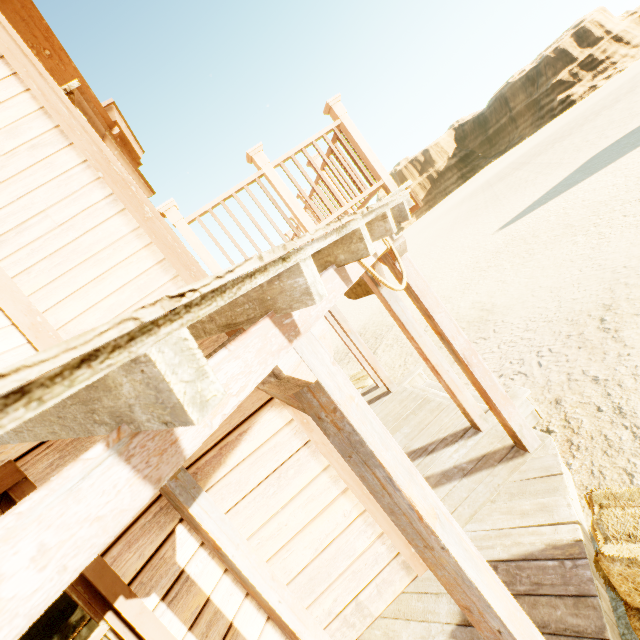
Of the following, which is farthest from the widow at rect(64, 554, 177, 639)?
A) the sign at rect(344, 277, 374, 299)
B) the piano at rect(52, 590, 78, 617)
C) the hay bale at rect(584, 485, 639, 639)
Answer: the piano at rect(52, 590, 78, 617)

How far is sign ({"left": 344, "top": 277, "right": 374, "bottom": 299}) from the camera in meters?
4.9

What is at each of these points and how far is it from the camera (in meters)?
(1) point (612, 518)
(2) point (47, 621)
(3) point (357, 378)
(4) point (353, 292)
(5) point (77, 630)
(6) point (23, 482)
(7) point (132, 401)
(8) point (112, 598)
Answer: (1) hay bale, 2.04
(2) crate, 7.66
(3) hay bale, 8.86
(4) sign, 5.57
(5) curtain, 1.99
(6) widow, 1.97
(7) building, 0.71
(8) widow, 2.01

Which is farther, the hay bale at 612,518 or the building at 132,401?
the hay bale at 612,518

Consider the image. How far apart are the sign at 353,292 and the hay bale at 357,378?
2.9m

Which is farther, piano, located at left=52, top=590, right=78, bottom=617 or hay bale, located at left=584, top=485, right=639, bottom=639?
piano, located at left=52, top=590, right=78, bottom=617

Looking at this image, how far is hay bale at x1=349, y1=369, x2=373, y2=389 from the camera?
8.1 meters

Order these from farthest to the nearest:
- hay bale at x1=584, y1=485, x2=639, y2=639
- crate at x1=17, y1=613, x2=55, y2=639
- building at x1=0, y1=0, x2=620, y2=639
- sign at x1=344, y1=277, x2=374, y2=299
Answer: crate at x1=17, y1=613, x2=55, y2=639
sign at x1=344, y1=277, x2=374, y2=299
hay bale at x1=584, y1=485, x2=639, y2=639
building at x1=0, y1=0, x2=620, y2=639
